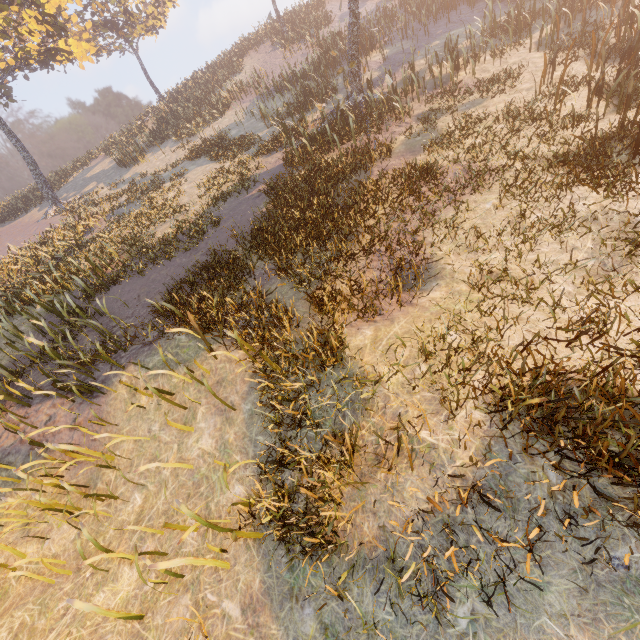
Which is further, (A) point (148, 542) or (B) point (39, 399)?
(B) point (39, 399)
